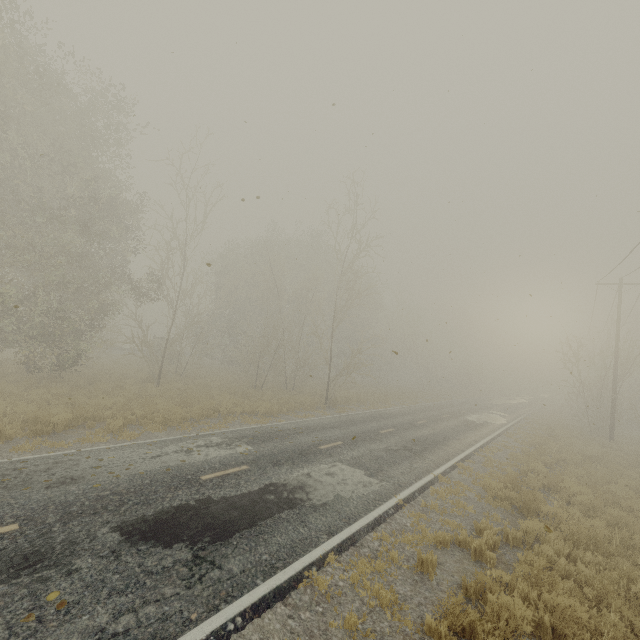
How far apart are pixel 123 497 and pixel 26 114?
18.76m
